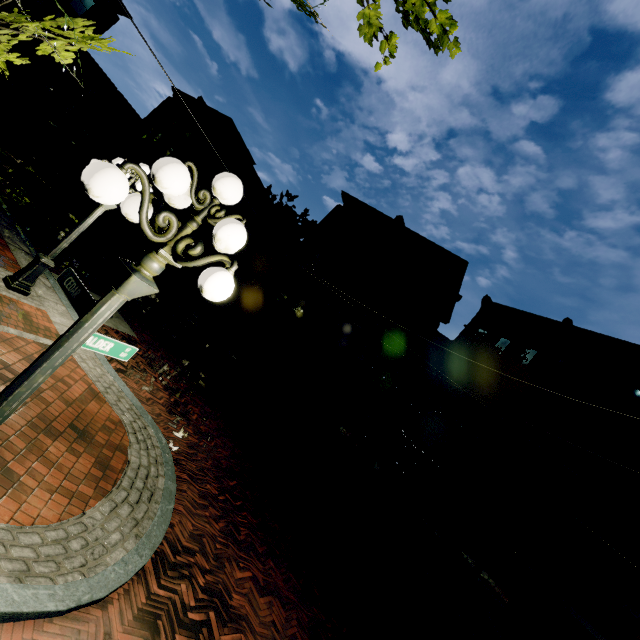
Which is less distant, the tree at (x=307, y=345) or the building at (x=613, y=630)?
the building at (x=613, y=630)

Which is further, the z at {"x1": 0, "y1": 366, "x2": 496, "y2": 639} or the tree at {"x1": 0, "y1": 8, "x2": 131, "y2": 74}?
the z at {"x1": 0, "y1": 366, "x2": 496, "y2": 639}

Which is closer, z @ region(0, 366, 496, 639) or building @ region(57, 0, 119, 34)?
z @ region(0, 366, 496, 639)

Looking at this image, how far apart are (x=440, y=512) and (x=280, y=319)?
15.40m

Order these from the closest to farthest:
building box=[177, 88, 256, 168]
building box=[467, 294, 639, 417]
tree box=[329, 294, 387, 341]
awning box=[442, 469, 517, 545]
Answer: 1. awning box=[442, 469, 517, 545]
2. building box=[467, 294, 639, 417]
3. tree box=[329, 294, 387, 341]
4. building box=[177, 88, 256, 168]

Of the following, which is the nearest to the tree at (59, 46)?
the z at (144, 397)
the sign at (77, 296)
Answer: the z at (144, 397)

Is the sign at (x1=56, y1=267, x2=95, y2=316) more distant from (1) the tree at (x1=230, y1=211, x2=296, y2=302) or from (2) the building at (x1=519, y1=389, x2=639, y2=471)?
(2) the building at (x1=519, y1=389, x2=639, y2=471)

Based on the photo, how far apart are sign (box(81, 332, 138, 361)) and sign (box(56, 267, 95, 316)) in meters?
0.2
